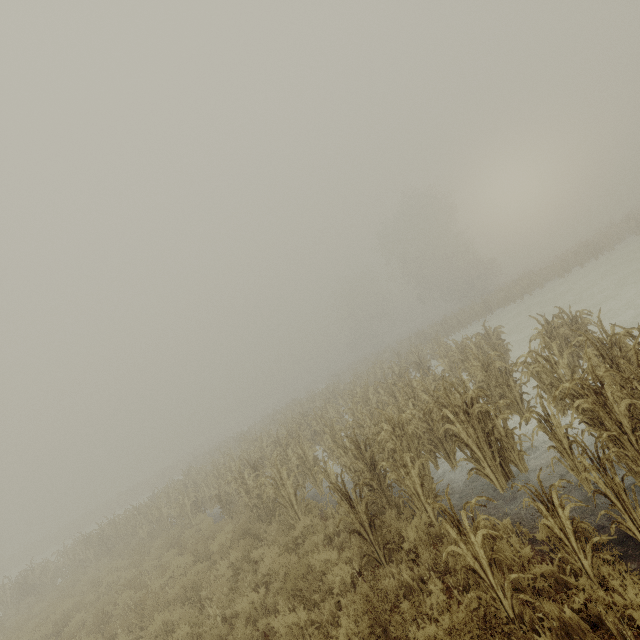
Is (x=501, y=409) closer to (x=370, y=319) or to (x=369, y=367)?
(x=369, y=367)

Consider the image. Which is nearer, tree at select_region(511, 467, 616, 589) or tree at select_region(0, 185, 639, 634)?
tree at select_region(511, 467, 616, 589)

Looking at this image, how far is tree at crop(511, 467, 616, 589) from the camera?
3.37m

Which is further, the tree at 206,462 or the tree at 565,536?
the tree at 206,462

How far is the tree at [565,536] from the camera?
3.4m
